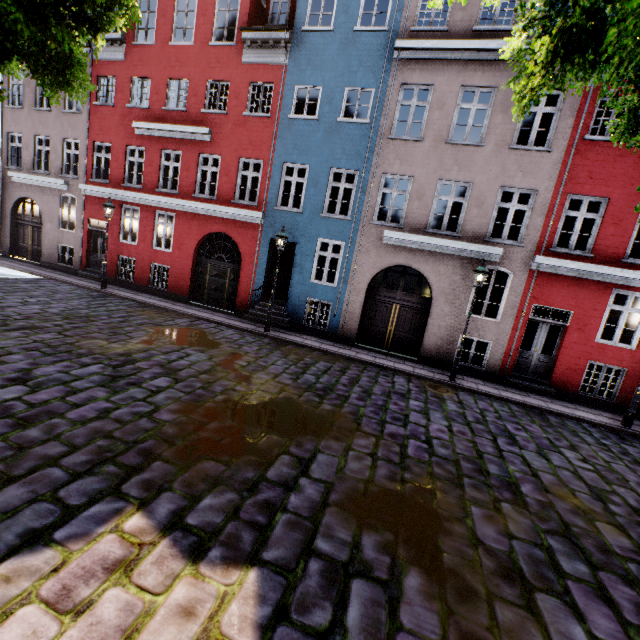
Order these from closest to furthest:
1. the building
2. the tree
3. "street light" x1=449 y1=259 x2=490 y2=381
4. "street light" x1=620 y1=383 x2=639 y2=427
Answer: the tree → "street light" x1=620 y1=383 x2=639 y2=427 → "street light" x1=449 y1=259 x2=490 y2=381 → the building

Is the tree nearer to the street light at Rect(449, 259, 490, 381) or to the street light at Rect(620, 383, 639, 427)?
the street light at Rect(449, 259, 490, 381)

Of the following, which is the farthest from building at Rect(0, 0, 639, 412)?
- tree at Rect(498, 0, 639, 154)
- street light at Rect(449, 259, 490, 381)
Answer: tree at Rect(498, 0, 639, 154)

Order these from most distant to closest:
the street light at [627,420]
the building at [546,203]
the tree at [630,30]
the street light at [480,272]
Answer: the building at [546,203] → the street light at [480,272] → the street light at [627,420] → the tree at [630,30]

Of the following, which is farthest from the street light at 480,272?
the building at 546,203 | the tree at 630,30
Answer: the tree at 630,30

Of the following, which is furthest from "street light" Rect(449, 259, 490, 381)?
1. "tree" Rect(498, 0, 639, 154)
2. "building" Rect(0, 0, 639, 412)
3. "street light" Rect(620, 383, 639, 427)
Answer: "tree" Rect(498, 0, 639, 154)

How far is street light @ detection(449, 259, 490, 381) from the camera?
9.63m

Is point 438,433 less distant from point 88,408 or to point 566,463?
point 566,463
